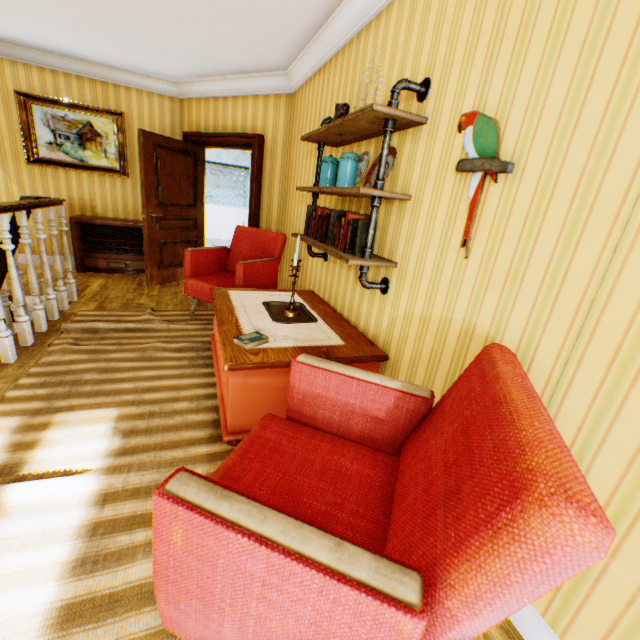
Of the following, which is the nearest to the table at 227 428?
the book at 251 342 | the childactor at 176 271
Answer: the book at 251 342

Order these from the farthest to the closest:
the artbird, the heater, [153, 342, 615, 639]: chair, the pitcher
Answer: the heater
the pitcher
the artbird
[153, 342, 615, 639]: chair

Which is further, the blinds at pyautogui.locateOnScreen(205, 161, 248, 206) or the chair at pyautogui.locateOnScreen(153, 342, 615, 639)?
the blinds at pyautogui.locateOnScreen(205, 161, 248, 206)

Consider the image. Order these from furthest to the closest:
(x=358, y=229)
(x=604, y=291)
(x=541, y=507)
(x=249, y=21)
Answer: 1. (x=249, y=21)
2. (x=358, y=229)
3. (x=604, y=291)
4. (x=541, y=507)

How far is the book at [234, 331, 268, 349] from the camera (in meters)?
2.06

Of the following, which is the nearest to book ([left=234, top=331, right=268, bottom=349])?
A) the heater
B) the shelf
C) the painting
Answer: the shelf

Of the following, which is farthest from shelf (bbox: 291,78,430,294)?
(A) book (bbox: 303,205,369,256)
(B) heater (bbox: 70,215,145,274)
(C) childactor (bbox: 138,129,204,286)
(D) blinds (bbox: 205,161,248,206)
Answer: (D) blinds (bbox: 205,161,248,206)

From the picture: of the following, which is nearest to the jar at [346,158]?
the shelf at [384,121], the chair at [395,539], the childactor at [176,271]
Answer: the shelf at [384,121]
